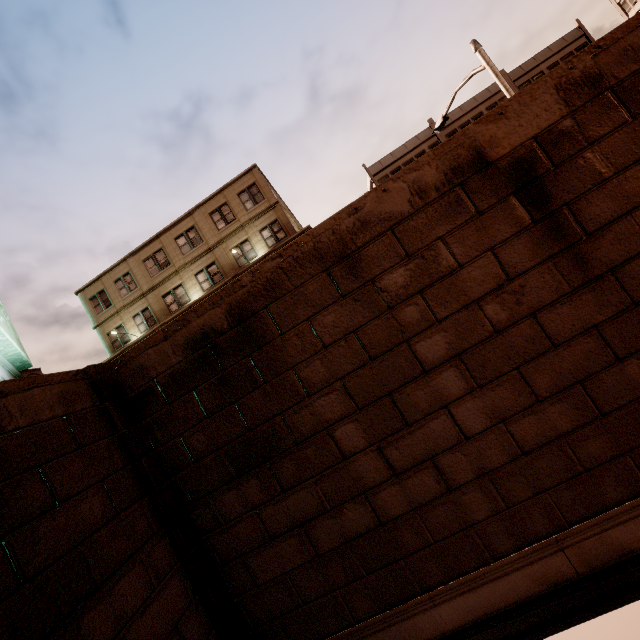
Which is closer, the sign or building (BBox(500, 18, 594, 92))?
the sign

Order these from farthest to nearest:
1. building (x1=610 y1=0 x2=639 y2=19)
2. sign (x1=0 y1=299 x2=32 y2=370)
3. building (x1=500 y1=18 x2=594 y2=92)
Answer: building (x1=610 y1=0 x2=639 y2=19) → building (x1=500 y1=18 x2=594 y2=92) → sign (x1=0 y1=299 x2=32 y2=370)

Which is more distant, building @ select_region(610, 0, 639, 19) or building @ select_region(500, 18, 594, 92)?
building @ select_region(610, 0, 639, 19)

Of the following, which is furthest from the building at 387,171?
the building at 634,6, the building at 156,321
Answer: the building at 634,6

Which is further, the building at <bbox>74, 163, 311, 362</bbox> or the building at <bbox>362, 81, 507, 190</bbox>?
the building at <bbox>362, 81, 507, 190</bbox>

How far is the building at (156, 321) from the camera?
24.97m

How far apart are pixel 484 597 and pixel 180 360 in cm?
417

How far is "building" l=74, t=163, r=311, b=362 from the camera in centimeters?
2497cm
